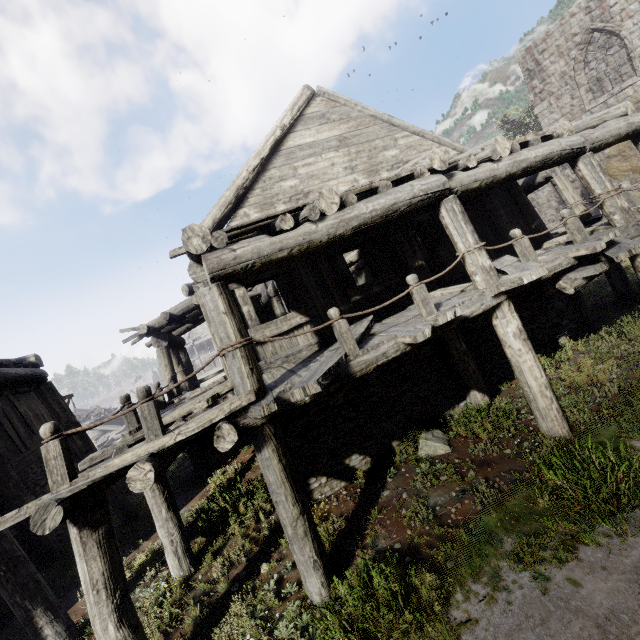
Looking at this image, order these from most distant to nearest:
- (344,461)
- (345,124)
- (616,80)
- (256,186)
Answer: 1. (616,80)
2. (345,124)
3. (256,186)
4. (344,461)
